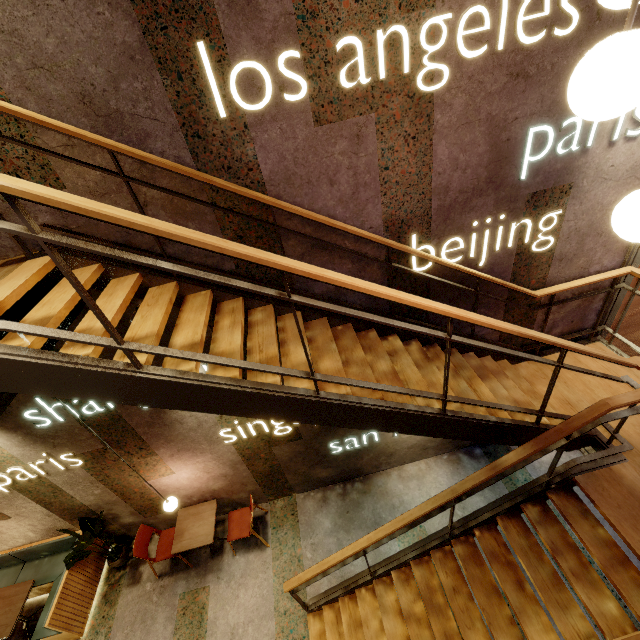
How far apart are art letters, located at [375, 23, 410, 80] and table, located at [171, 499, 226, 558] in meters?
5.8

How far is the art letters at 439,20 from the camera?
2.3 meters

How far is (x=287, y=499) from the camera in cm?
584

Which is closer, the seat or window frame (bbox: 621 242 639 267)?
window frame (bbox: 621 242 639 267)

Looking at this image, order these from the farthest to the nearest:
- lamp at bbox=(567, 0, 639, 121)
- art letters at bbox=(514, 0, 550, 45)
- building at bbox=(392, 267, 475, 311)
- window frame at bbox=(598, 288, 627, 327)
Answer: window frame at bbox=(598, 288, 627, 327) < building at bbox=(392, 267, 475, 311) < art letters at bbox=(514, 0, 550, 45) < lamp at bbox=(567, 0, 639, 121)

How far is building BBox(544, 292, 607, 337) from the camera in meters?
4.2

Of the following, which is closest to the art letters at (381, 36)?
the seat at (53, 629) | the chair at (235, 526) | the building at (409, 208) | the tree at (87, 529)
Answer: the building at (409, 208)

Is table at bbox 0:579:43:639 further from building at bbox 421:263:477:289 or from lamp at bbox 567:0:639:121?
lamp at bbox 567:0:639:121
